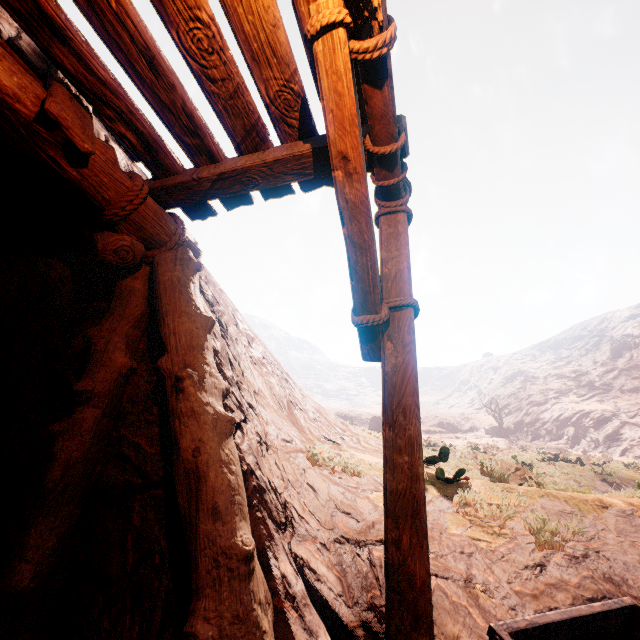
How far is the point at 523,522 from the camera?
3.7 meters
